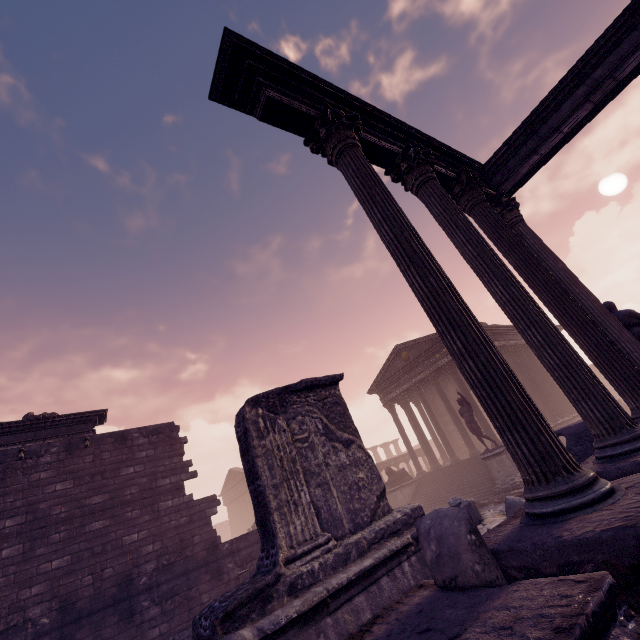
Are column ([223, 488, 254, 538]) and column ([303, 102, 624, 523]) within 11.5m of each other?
no

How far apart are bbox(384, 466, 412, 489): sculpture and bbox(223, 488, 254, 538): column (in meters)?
26.53

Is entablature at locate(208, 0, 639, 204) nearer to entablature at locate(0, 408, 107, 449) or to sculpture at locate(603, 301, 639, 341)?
sculpture at locate(603, 301, 639, 341)

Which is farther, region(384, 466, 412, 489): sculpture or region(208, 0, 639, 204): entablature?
region(384, 466, 412, 489): sculpture

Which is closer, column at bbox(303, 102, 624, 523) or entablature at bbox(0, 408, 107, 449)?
column at bbox(303, 102, 624, 523)

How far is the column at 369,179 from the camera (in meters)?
2.45

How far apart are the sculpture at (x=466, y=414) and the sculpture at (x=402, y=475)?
6.36m

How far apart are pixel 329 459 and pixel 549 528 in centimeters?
305cm
